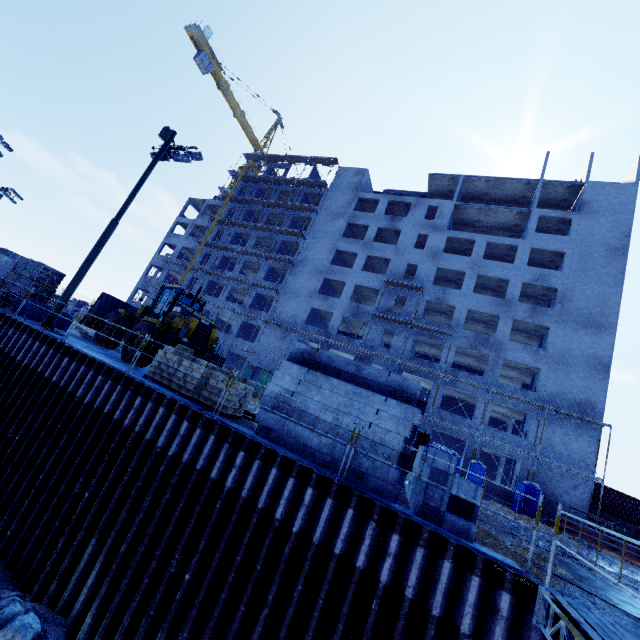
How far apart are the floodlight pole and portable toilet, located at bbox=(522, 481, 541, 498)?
28.94m

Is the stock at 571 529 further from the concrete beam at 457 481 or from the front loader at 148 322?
the front loader at 148 322

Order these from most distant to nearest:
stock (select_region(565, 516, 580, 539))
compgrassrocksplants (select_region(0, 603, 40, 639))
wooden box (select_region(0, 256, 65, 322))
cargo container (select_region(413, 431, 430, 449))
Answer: cargo container (select_region(413, 431, 430, 449))
stock (select_region(565, 516, 580, 539))
wooden box (select_region(0, 256, 65, 322))
compgrassrocksplants (select_region(0, 603, 40, 639))

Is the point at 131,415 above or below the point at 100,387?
below

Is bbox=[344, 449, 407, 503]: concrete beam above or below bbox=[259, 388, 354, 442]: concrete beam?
below

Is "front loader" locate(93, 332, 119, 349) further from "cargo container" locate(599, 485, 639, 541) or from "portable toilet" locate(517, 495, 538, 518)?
"cargo container" locate(599, 485, 639, 541)

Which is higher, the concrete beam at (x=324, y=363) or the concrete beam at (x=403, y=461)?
the concrete beam at (x=324, y=363)

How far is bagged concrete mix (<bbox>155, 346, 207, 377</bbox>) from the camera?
10.7 meters
